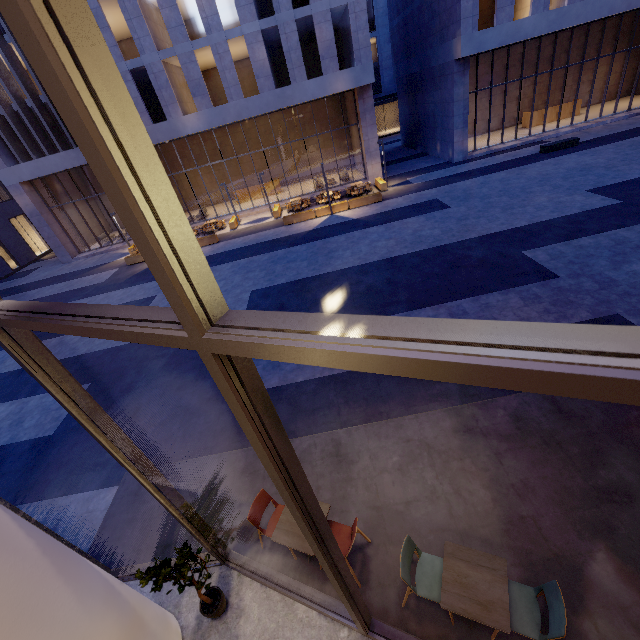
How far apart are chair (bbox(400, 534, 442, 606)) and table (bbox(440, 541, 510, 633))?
0.21m

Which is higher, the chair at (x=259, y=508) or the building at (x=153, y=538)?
the chair at (x=259, y=508)

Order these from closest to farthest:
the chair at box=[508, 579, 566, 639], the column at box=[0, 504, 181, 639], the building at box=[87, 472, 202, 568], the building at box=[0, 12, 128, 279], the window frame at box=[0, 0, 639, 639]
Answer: the window frame at box=[0, 0, 639, 639] → the column at box=[0, 504, 181, 639] → the chair at box=[508, 579, 566, 639] → the building at box=[87, 472, 202, 568] → the building at box=[0, 12, 128, 279]

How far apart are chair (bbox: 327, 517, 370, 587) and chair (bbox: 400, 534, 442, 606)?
0.57m

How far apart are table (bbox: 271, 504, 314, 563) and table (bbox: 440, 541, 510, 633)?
1.48m

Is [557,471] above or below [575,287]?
above

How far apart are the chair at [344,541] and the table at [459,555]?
1.0 meters

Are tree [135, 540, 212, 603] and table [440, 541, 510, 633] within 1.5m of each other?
no
